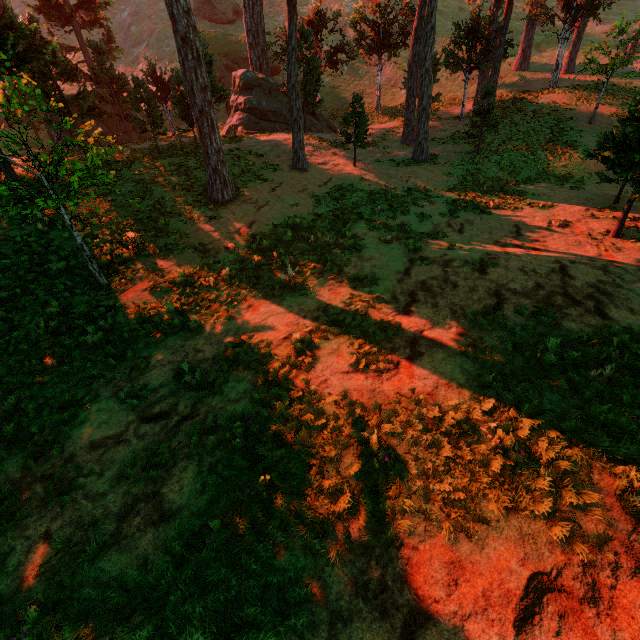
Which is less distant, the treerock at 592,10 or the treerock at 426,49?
the treerock at 426,49

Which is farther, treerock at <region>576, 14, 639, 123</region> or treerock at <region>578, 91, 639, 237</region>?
treerock at <region>576, 14, 639, 123</region>

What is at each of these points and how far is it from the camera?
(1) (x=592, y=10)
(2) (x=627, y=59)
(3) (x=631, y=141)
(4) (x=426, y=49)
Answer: (1) treerock, 23.5 meters
(2) treerock, 21.1 meters
(3) treerock, 9.9 meters
(4) treerock, 17.3 meters

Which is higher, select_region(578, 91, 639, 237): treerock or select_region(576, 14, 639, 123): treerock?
select_region(576, 14, 639, 123): treerock

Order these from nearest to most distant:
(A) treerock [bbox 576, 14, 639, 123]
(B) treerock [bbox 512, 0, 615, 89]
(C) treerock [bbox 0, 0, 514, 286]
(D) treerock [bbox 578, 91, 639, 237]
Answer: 1. (C) treerock [bbox 0, 0, 514, 286]
2. (D) treerock [bbox 578, 91, 639, 237]
3. (A) treerock [bbox 576, 14, 639, 123]
4. (B) treerock [bbox 512, 0, 615, 89]
